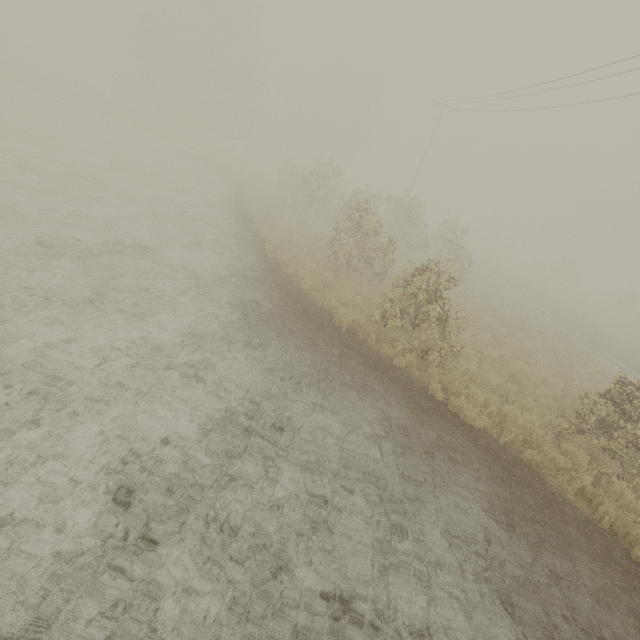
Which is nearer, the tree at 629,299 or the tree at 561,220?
the tree at 629,299

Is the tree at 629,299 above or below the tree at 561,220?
below

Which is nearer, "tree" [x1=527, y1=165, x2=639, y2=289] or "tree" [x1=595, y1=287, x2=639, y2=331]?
"tree" [x1=595, y1=287, x2=639, y2=331]

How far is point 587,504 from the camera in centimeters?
635cm

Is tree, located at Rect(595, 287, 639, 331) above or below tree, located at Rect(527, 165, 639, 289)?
below
